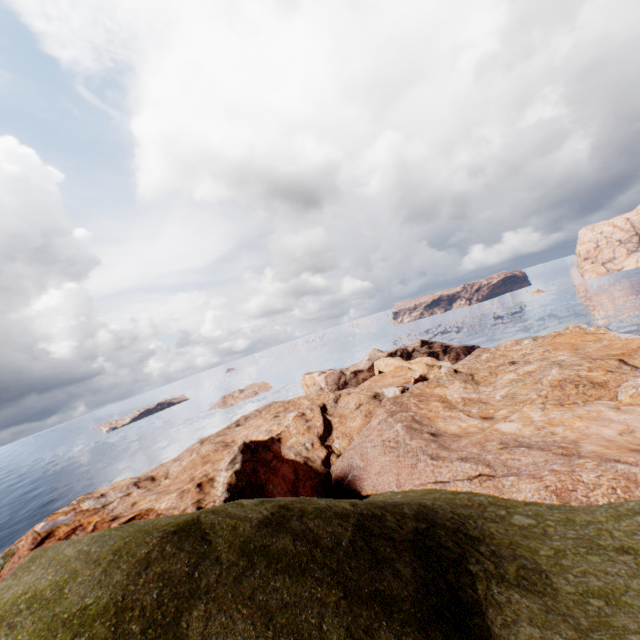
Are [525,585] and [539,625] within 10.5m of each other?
yes
